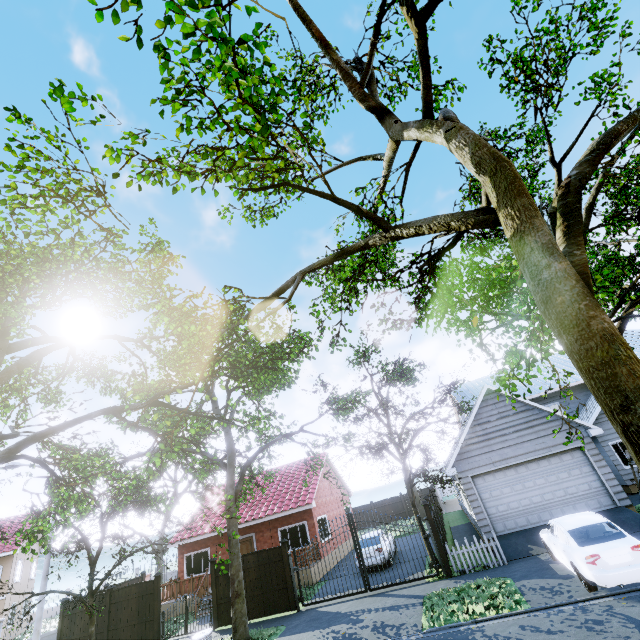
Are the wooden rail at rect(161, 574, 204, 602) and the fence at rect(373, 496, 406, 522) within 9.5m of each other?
no

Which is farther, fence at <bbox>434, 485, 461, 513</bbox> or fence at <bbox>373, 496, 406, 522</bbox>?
fence at <bbox>373, 496, 406, 522</bbox>

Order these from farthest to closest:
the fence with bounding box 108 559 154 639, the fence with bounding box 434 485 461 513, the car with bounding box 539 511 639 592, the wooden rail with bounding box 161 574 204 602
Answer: the fence with bounding box 434 485 461 513 → the wooden rail with bounding box 161 574 204 602 → the fence with bounding box 108 559 154 639 → the car with bounding box 539 511 639 592

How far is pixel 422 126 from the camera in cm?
528

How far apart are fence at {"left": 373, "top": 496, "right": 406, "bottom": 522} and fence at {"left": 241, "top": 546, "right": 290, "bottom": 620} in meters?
22.8

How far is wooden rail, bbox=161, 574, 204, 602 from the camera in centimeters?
1872cm

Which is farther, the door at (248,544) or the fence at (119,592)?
the door at (248,544)

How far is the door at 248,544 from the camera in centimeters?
2039cm
